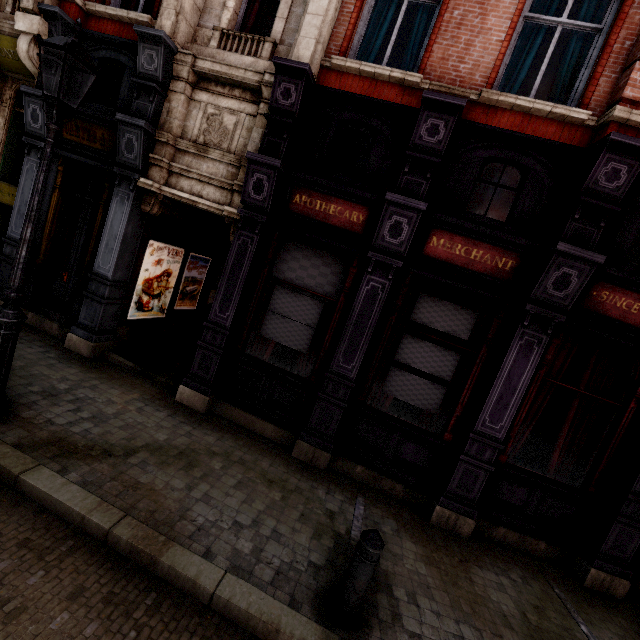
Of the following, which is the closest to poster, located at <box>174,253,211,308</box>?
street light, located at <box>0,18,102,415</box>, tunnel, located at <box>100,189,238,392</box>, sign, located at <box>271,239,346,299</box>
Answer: tunnel, located at <box>100,189,238,392</box>

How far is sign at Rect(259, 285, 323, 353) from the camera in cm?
596

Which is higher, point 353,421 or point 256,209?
point 256,209

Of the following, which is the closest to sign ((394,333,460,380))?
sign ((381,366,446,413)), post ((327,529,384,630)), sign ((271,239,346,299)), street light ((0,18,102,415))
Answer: sign ((381,366,446,413))

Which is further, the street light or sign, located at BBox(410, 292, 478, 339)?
sign, located at BBox(410, 292, 478, 339)

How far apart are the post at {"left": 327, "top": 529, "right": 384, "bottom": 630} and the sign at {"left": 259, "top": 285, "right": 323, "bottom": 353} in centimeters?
323cm

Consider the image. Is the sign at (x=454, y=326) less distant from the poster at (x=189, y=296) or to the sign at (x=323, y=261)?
the sign at (x=323, y=261)

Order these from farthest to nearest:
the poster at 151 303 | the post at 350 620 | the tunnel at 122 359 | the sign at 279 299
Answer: the poster at 151 303 → the tunnel at 122 359 → the sign at 279 299 → the post at 350 620
